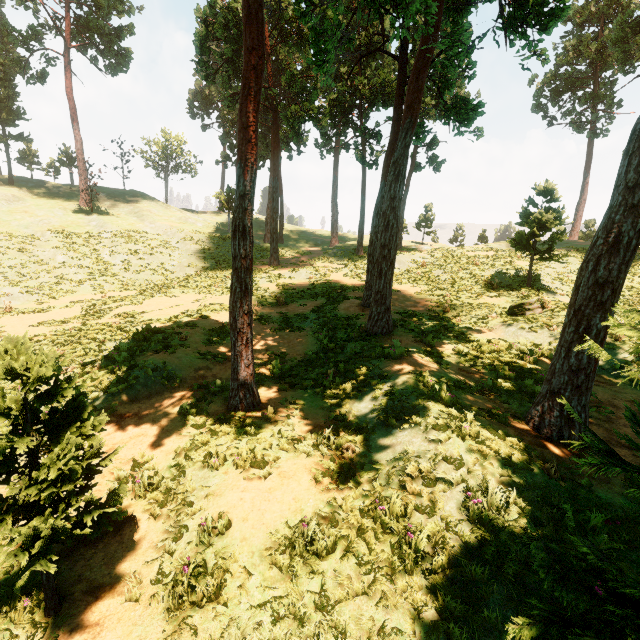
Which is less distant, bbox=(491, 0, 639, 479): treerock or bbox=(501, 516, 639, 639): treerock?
bbox=(501, 516, 639, 639): treerock

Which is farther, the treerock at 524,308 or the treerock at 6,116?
the treerock at 6,116

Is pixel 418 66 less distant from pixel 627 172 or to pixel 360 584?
pixel 627 172

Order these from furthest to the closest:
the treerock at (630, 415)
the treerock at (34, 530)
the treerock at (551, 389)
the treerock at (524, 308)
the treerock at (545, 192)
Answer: the treerock at (545, 192) → the treerock at (524, 308) → the treerock at (551, 389) → the treerock at (34, 530) → the treerock at (630, 415)

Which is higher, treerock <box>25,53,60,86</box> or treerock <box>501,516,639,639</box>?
treerock <box>25,53,60,86</box>

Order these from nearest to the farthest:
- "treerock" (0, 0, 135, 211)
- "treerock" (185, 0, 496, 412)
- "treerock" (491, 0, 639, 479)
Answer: "treerock" (491, 0, 639, 479)
"treerock" (185, 0, 496, 412)
"treerock" (0, 0, 135, 211)
